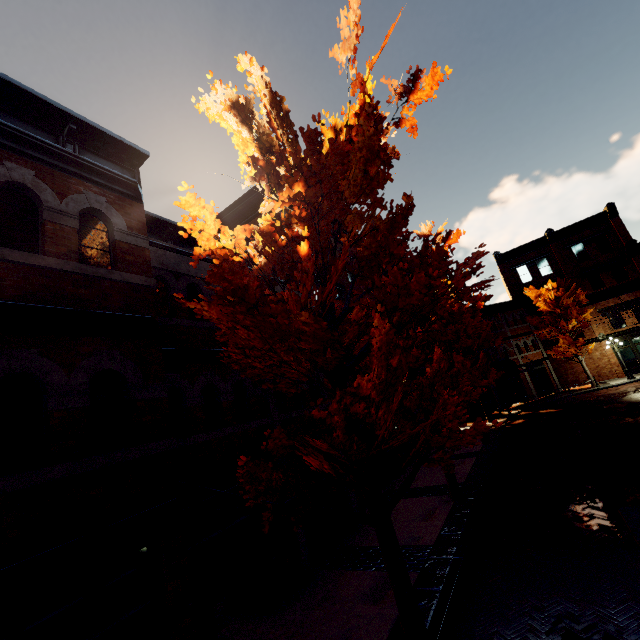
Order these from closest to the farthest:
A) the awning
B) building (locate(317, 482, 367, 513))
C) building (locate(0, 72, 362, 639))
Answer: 1. building (locate(0, 72, 362, 639))
2. building (locate(317, 482, 367, 513))
3. the awning

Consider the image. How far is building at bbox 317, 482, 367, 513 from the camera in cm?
1035

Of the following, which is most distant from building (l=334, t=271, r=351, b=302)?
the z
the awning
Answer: the z

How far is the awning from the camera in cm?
2505

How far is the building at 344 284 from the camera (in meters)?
17.87

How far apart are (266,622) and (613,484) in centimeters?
1030cm

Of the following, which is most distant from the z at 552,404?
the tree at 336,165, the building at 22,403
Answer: the building at 22,403
